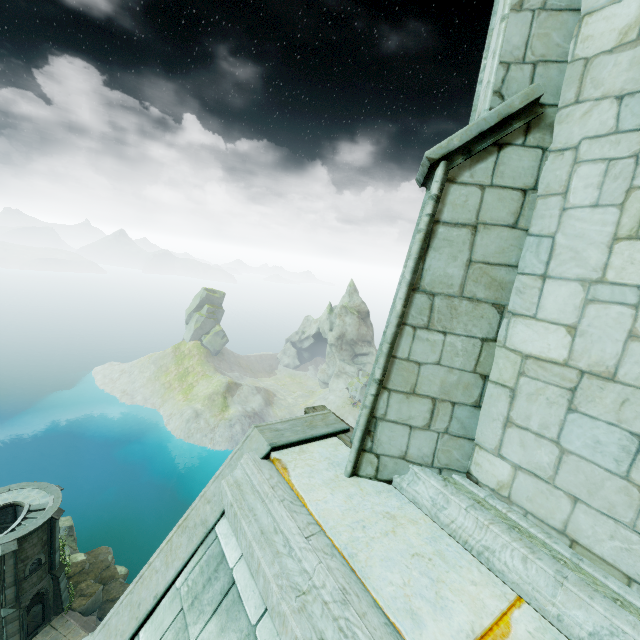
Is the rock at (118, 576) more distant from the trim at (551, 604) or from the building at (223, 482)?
the trim at (551, 604)

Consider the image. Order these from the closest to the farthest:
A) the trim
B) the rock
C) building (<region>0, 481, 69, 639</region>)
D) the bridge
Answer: the trim, building (<region>0, 481, 69, 639</region>), the bridge, the rock

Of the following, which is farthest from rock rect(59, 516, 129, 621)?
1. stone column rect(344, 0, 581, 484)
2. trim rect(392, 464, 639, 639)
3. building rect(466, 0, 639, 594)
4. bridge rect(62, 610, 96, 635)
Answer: trim rect(392, 464, 639, 639)

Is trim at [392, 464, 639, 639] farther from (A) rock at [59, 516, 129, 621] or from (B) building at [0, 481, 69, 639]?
(A) rock at [59, 516, 129, 621]

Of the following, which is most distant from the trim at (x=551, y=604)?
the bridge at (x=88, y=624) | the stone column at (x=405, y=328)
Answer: the bridge at (x=88, y=624)

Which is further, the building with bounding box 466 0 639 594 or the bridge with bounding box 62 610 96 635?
the bridge with bounding box 62 610 96 635

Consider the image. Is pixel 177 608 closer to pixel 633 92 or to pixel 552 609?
pixel 552 609

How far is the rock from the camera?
29.0m
